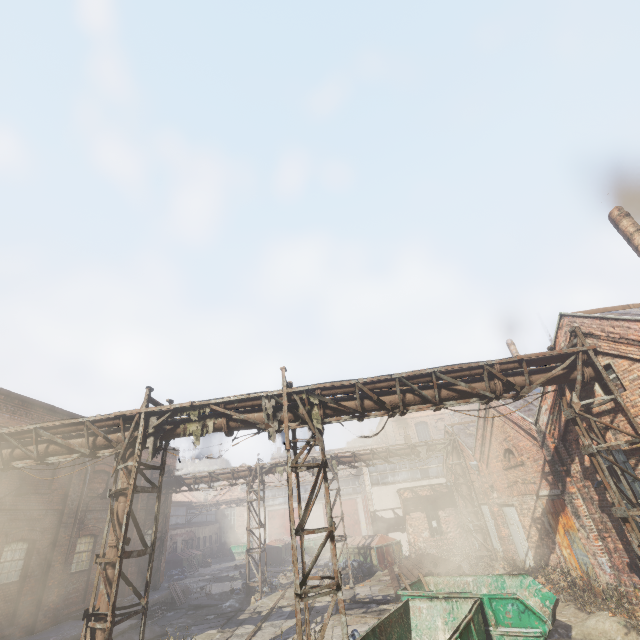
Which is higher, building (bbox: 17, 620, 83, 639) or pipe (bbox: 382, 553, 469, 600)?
building (bbox: 17, 620, 83, 639)

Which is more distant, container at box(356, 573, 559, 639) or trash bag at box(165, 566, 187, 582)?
trash bag at box(165, 566, 187, 582)

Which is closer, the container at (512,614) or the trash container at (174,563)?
the container at (512,614)

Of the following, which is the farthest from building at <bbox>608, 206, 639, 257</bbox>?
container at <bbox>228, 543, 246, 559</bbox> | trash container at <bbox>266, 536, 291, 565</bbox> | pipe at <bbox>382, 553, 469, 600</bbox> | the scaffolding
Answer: container at <bbox>228, 543, 246, 559</bbox>

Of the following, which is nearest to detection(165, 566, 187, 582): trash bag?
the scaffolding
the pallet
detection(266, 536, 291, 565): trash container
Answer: detection(266, 536, 291, 565): trash container

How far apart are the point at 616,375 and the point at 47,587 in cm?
2026

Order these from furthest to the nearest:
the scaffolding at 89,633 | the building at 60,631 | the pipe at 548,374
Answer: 1. the building at 60,631
2. the pipe at 548,374
3. the scaffolding at 89,633

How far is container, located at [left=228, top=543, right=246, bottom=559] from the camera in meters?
36.2
